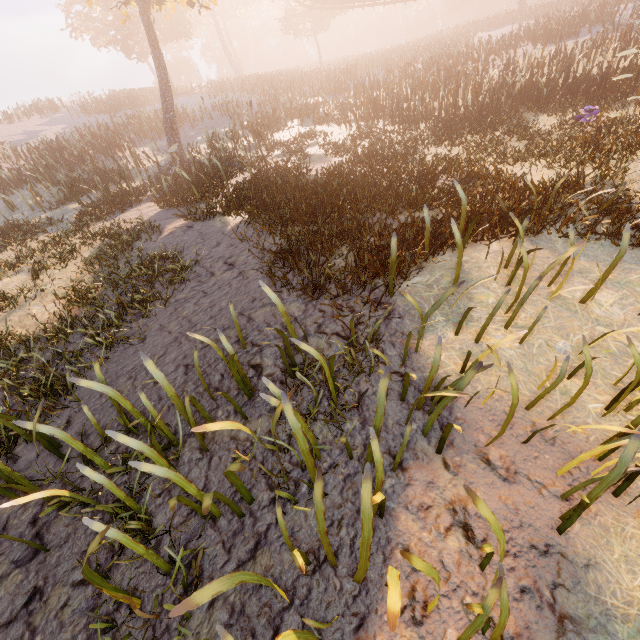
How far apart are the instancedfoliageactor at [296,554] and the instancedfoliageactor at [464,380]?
0.7m

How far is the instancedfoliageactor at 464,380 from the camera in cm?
265

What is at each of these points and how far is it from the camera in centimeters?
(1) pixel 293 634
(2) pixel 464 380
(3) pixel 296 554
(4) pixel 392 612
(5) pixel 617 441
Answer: (1) instancedfoliageactor, 164cm
(2) instancedfoliageactor, 267cm
(3) instancedfoliageactor, 195cm
(4) instancedfoliageactor, 144cm
(5) instancedfoliageactor, 253cm

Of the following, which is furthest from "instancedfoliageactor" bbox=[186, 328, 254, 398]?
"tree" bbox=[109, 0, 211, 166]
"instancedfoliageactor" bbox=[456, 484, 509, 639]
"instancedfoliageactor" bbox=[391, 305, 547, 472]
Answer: "tree" bbox=[109, 0, 211, 166]

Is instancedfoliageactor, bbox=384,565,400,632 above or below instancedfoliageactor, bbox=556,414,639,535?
above

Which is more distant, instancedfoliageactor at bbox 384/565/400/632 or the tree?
the tree

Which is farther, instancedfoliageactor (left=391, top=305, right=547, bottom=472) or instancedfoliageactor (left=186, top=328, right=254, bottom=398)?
instancedfoliageactor (left=186, top=328, right=254, bottom=398)

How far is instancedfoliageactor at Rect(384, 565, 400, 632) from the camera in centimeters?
139cm
